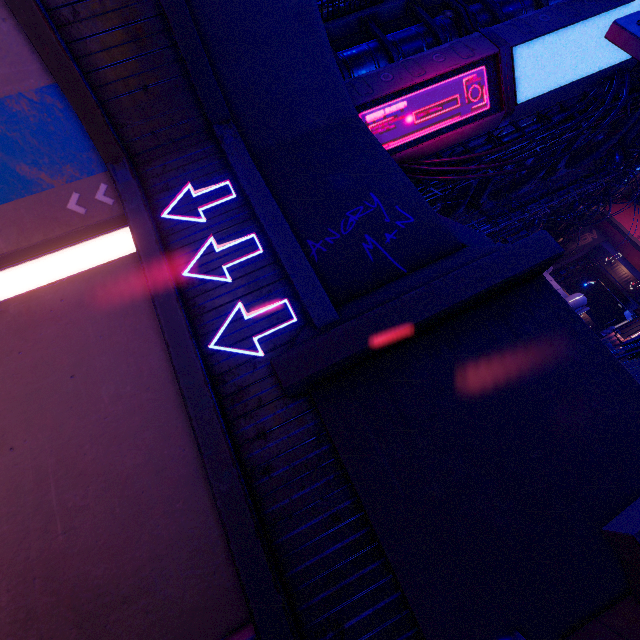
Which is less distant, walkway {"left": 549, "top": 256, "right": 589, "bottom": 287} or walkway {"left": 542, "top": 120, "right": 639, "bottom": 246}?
walkway {"left": 542, "top": 120, "right": 639, "bottom": 246}

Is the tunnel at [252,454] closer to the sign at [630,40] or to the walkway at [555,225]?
the walkway at [555,225]

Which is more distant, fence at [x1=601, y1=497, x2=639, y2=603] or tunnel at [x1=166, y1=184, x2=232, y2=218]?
tunnel at [x1=166, y1=184, x2=232, y2=218]

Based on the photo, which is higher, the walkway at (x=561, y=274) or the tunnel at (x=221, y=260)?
the walkway at (x=561, y=274)

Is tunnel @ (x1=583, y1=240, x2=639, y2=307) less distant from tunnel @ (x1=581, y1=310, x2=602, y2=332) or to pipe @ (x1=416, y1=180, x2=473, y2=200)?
tunnel @ (x1=581, y1=310, x2=602, y2=332)

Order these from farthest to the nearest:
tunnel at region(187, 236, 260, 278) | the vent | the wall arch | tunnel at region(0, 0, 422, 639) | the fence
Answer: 1. the vent
2. tunnel at region(187, 236, 260, 278)
3. tunnel at region(0, 0, 422, 639)
4. the wall arch
5. the fence

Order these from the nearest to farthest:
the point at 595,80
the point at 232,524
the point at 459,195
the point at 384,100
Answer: the point at 232,524 → the point at 384,100 → the point at 595,80 → the point at 459,195

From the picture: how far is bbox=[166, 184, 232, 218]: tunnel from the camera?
6.0 meters
